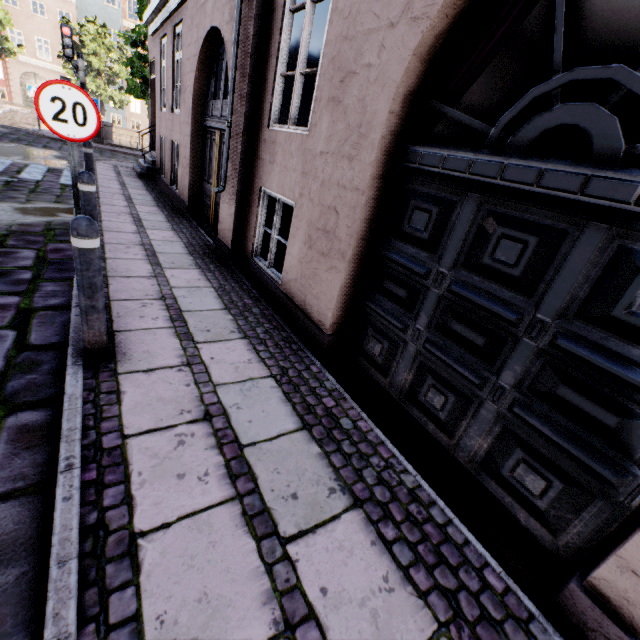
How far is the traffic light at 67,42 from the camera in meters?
8.8 m

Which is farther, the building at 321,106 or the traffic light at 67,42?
the traffic light at 67,42

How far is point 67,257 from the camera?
4.4m

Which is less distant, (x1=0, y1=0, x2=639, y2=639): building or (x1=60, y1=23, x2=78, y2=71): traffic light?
(x1=0, y1=0, x2=639, y2=639): building

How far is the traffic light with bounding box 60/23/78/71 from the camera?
8.8m
